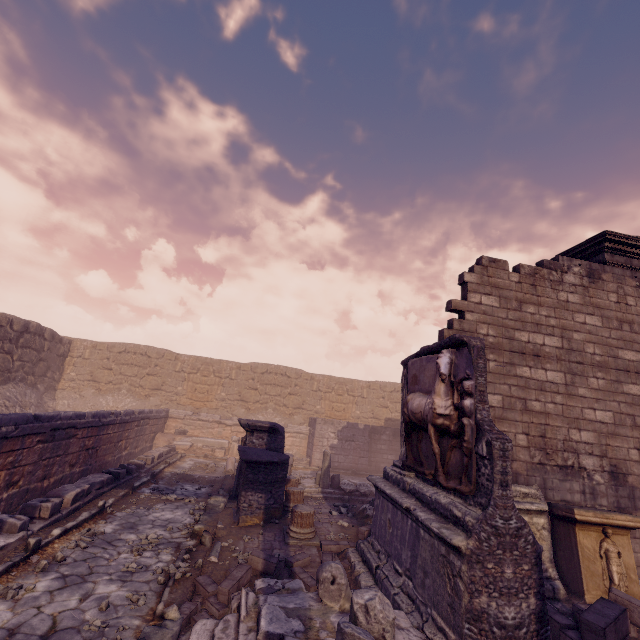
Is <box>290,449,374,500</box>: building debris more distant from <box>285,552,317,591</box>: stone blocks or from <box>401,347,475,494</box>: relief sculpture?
<box>401,347,475,494</box>: relief sculpture

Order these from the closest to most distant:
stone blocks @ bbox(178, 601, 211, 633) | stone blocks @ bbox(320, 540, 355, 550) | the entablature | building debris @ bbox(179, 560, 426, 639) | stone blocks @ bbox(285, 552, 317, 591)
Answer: building debris @ bbox(179, 560, 426, 639) < stone blocks @ bbox(178, 601, 211, 633) < stone blocks @ bbox(285, 552, 317, 591) < stone blocks @ bbox(320, 540, 355, 550) < the entablature

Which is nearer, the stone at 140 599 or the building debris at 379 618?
the building debris at 379 618

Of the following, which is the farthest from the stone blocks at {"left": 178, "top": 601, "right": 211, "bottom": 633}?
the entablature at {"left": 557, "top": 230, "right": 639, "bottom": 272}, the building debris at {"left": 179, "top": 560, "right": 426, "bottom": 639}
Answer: the entablature at {"left": 557, "top": 230, "right": 639, "bottom": 272}

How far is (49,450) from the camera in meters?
7.8 m

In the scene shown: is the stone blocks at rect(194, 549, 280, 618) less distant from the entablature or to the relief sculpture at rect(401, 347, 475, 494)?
the relief sculpture at rect(401, 347, 475, 494)

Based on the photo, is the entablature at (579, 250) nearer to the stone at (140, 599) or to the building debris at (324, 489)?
the building debris at (324, 489)

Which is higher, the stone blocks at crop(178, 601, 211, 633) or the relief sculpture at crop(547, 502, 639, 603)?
the relief sculpture at crop(547, 502, 639, 603)
